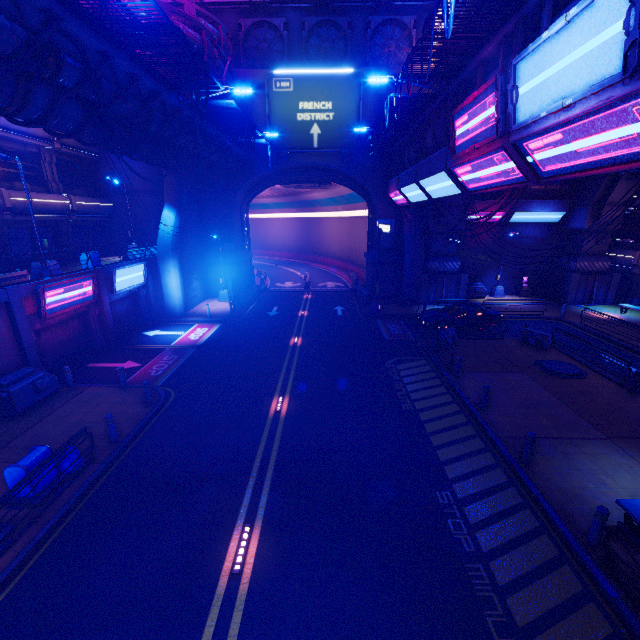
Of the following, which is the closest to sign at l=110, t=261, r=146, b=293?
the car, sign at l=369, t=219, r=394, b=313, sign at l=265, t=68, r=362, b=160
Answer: sign at l=265, t=68, r=362, b=160

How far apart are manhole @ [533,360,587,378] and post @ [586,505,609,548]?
9.6 meters

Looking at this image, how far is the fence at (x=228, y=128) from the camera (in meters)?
14.92

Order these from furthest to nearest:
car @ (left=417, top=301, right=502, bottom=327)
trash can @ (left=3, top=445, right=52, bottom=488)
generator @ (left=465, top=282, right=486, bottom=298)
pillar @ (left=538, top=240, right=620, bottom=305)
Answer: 1. generator @ (left=465, top=282, right=486, bottom=298)
2. pillar @ (left=538, top=240, right=620, bottom=305)
3. car @ (left=417, top=301, right=502, bottom=327)
4. trash can @ (left=3, top=445, right=52, bottom=488)

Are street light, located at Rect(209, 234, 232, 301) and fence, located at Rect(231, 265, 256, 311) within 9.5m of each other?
yes

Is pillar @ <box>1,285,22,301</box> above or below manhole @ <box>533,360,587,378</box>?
above

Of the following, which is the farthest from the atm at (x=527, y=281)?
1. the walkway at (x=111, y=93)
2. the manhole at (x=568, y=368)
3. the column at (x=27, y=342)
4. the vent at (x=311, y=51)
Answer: the column at (x=27, y=342)

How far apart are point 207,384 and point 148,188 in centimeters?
2099cm
